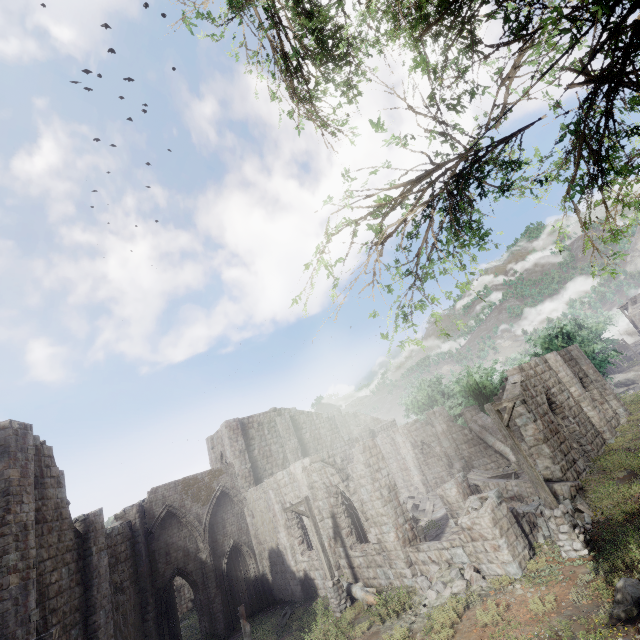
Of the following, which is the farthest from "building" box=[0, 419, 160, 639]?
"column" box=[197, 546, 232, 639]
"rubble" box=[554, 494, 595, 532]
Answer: "column" box=[197, 546, 232, 639]

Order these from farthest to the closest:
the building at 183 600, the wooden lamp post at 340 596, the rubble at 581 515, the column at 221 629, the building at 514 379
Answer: the building at 183 600 < the column at 221 629 < the building at 514 379 < the wooden lamp post at 340 596 < the rubble at 581 515

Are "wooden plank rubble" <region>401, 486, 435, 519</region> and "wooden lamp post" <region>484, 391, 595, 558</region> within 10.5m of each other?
no

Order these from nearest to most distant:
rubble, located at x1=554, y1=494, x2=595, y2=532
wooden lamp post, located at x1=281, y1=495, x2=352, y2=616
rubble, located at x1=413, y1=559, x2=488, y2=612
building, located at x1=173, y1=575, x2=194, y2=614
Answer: rubble, located at x1=413, y1=559, x2=488, y2=612 → rubble, located at x1=554, y1=494, x2=595, y2=532 → wooden lamp post, located at x1=281, y1=495, x2=352, y2=616 → building, located at x1=173, y1=575, x2=194, y2=614

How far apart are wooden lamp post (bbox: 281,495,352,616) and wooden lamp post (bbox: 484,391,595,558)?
8.4 meters

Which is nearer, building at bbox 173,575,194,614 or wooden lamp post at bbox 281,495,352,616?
wooden lamp post at bbox 281,495,352,616

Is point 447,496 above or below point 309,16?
below

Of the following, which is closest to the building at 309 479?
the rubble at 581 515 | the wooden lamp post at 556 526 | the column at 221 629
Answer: the rubble at 581 515
